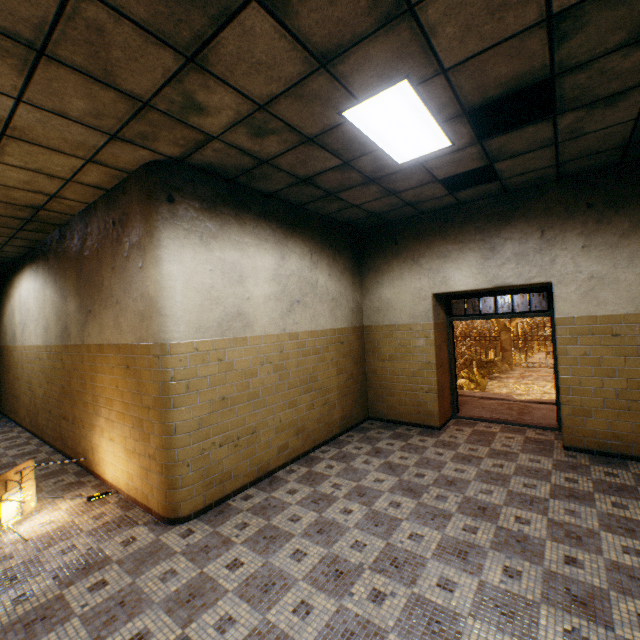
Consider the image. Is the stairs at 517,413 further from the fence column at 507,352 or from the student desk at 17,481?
the fence column at 507,352

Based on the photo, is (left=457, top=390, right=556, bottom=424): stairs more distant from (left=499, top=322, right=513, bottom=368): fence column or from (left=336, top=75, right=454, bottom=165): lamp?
(left=499, top=322, right=513, bottom=368): fence column

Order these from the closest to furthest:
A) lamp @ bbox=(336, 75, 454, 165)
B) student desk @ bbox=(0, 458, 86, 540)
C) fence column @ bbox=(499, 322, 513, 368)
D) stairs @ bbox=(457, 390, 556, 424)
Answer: lamp @ bbox=(336, 75, 454, 165) < student desk @ bbox=(0, 458, 86, 540) < stairs @ bbox=(457, 390, 556, 424) < fence column @ bbox=(499, 322, 513, 368)

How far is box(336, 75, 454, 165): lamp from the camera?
2.7m

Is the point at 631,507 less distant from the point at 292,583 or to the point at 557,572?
the point at 557,572

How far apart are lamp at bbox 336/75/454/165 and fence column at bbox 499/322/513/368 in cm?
1942

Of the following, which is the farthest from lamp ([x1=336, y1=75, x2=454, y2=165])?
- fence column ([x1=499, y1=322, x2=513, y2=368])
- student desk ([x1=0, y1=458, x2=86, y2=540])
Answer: fence column ([x1=499, y1=322, x2=513, y2=368])

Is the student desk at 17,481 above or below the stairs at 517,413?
above
